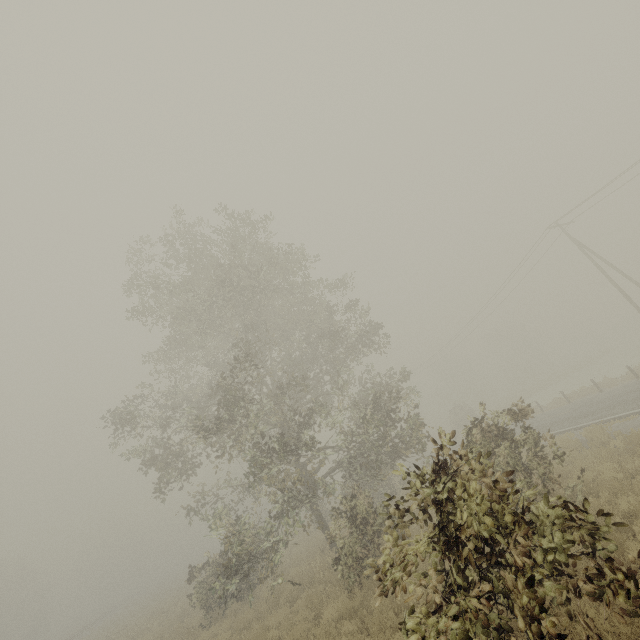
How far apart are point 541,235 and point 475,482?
29.1m
